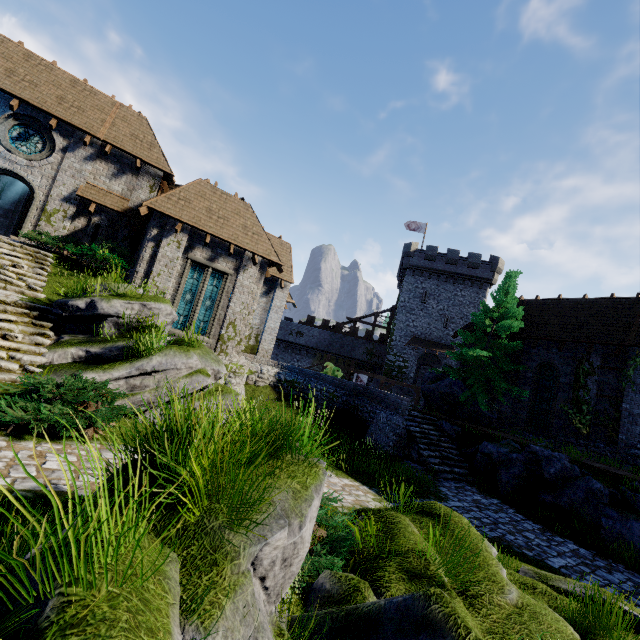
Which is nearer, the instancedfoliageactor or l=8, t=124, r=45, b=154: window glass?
the instancedfoliageactor

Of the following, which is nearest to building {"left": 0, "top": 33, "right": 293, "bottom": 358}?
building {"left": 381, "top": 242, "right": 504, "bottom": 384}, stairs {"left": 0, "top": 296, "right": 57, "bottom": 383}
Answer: stairs {"left": 0, "top": 296, "right": 57, "bottom": 383}

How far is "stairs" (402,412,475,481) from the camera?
13.00m

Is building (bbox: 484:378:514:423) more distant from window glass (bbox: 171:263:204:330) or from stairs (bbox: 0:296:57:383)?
stairs (bbox: 0:296:57:383)

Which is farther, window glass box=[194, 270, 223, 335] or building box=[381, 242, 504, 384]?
building box=[381, 242, 504, 384]

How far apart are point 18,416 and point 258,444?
4.8 meters

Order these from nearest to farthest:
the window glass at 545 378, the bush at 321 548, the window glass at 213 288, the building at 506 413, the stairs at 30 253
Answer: the bush at 321 548
the stairs at 30 253
the window glass at 213 288
the window glass at 545 378
the building at 506 413

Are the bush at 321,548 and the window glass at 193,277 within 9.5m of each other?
no
